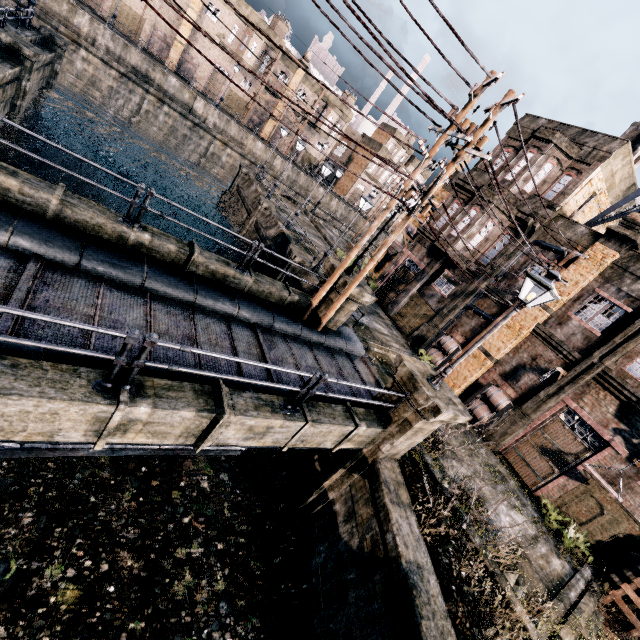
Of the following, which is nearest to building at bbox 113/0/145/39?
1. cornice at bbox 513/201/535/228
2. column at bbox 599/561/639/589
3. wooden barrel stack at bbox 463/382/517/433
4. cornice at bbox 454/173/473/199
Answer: cornice at bbox 454/173/473/199

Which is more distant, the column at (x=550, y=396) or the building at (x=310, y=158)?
the building at (x=310, y=158)

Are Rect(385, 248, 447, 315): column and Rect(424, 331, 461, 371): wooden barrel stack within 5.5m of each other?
yes

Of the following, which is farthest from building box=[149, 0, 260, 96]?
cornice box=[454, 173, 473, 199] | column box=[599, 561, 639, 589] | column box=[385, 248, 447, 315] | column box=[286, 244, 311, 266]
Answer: column box=[599, 561, 639, 589]

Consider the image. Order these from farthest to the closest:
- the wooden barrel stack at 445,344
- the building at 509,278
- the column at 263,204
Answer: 1. the column at 263,204
2. the wooden barrel stack at 445,344
3. the building at 509,278

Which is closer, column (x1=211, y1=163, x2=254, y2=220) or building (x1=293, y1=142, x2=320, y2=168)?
column (x1=211, y1=163, x2=254, y2=220)

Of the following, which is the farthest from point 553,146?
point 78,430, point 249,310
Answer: point 78,430

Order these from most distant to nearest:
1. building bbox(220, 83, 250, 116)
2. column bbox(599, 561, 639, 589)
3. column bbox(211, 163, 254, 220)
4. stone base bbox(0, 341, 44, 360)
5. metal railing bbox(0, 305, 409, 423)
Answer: building bbox(220, 83, 250, 116) < column bbox(211, 163, 254, 220) < column bbox(599, 561, 639, 589) < stone base bbox(0, 341, 44, 360) < metal railing bbox(0, 305, 409, 423)
